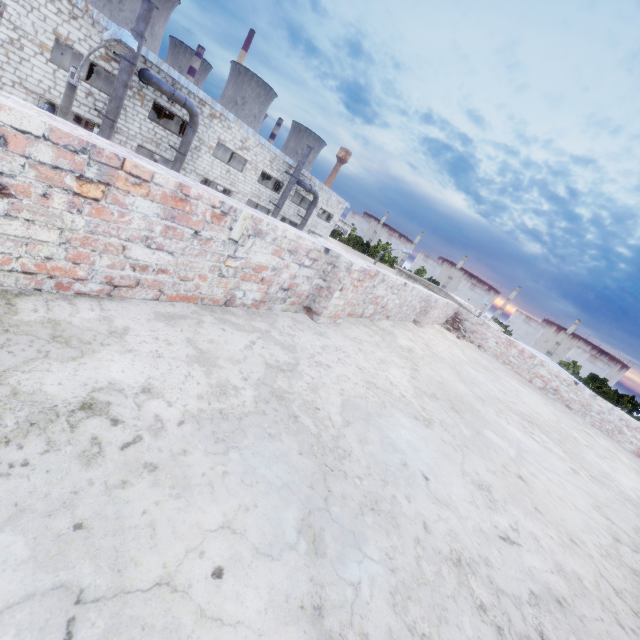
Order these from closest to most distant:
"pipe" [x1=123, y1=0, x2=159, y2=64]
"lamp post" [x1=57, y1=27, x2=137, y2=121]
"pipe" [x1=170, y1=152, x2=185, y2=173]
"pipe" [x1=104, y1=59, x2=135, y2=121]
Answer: "lamp post" [x1=57, y1=27, x2=137, y2=121], "pipe" [x1=123, y1=0, x2=159, y2=64], "pipe" [x1=104, y1=59, x2=135, y2=121], "pipe" [x1=170, y1=152, x2=185, y2=173]

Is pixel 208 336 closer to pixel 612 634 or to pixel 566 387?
pixel 612 634

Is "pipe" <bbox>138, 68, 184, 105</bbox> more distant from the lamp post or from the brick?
the brick

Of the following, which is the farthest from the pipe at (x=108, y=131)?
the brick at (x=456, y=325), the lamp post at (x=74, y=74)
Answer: the brick at (x=456, y=325)

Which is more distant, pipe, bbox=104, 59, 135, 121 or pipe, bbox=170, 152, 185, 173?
pipe, bbox=170, 152, 185, 173

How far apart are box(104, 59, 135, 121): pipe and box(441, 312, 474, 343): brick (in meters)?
18.48

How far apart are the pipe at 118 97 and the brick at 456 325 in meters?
18.5 m

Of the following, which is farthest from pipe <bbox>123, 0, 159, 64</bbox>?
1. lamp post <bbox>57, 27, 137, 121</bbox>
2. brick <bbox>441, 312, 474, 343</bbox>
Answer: brick <bbox>441, 312, 474, 343</bbox>
